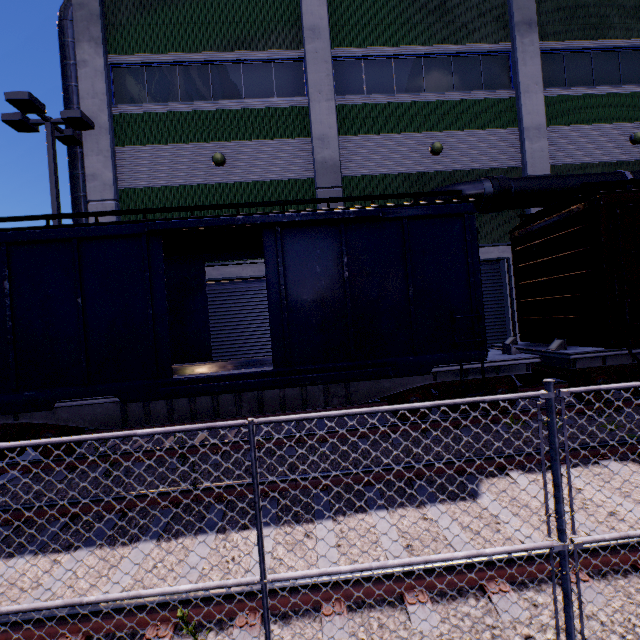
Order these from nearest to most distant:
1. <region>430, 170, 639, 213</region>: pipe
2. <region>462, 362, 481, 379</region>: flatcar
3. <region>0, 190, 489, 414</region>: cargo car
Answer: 1. <region>0, 190, 489, 414</region>: cargo car
2. <region>462, 362, 481, 379</region>: flatcar
3. <region>430, 170, 639, 213</region>: pipe

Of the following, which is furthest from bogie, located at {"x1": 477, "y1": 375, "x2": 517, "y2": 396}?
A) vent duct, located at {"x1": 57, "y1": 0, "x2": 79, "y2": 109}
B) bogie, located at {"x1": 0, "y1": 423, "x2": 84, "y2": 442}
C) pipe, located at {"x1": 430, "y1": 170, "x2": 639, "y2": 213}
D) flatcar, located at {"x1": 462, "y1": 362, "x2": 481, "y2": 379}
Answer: vent duct, located at {"x1": 57, "y1": 0, "x2": 79, "y2": 109}

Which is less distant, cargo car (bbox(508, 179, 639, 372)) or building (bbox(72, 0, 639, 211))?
cargo car (bbox(508, 179, 639, 372))

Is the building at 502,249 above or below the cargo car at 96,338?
above

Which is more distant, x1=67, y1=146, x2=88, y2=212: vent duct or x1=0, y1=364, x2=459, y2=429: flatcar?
x1=67, y1=146, x2=88, y2=212: vent duct

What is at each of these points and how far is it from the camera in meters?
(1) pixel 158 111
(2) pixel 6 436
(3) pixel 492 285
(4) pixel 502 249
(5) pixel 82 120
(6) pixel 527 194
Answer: (1) building, 11.5 m
(2) bogie, 6.4 m
(3) roll-up door, 12.4 m
(4) building, 12.2 m
(5) light, 10.3 m
(6) pipe, 10.7 m

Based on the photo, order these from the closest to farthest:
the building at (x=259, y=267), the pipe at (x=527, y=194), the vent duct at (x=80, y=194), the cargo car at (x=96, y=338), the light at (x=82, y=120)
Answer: the cargo car at (x=96, y=338) < the light at (x=82, y=120) < the pipe at (x=527, y=194) < the building at (x=259, y=267) < the vent duct at (x=80, y=194)

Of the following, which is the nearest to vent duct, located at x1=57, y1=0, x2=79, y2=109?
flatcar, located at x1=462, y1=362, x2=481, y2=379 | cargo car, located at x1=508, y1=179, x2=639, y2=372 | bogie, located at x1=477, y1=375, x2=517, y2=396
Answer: cargo car, located at x1=508, y1=179, x2=639, y2=372
